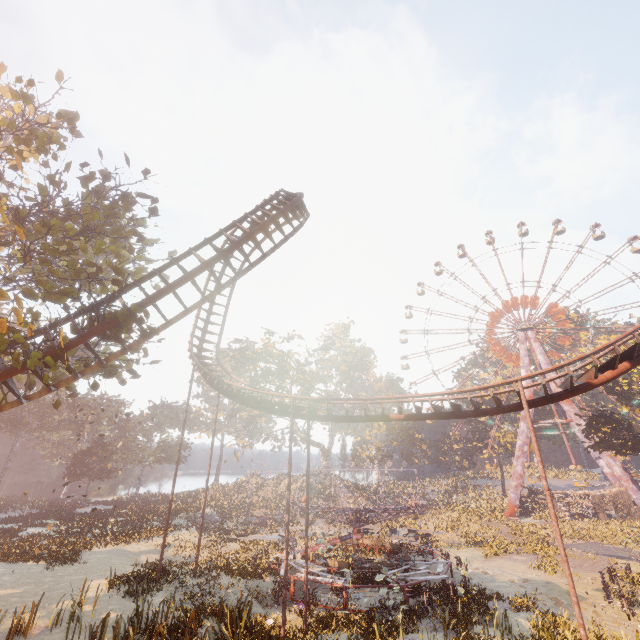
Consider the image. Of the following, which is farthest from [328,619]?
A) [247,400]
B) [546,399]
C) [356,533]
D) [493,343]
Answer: [493,343]

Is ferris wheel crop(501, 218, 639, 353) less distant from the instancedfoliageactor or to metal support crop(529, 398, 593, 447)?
metal support crop(529, 398, 593, 447)

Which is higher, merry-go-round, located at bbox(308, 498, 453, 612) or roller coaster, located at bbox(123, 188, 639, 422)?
roller coaster, located at bbox(123, 188, 639, 422)

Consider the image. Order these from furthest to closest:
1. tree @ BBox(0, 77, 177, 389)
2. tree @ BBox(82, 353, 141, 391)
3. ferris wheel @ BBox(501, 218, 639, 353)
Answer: ferris wheel @ BBox(501, 218, 639, 353) < tree @ BBox(82, 353, 141, 391) < tree @ BBox(0, 77, 177, 389)

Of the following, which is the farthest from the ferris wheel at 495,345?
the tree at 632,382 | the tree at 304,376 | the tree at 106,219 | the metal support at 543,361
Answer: the tree at 106,219

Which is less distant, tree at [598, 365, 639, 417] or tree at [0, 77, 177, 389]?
tree at [0, 77, 177, 389]

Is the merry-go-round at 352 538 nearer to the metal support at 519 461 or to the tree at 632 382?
the tree at 632 382

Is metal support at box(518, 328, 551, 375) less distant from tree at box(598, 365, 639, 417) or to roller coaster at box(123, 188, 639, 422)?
tree at box(598, 365, 639, 417)
